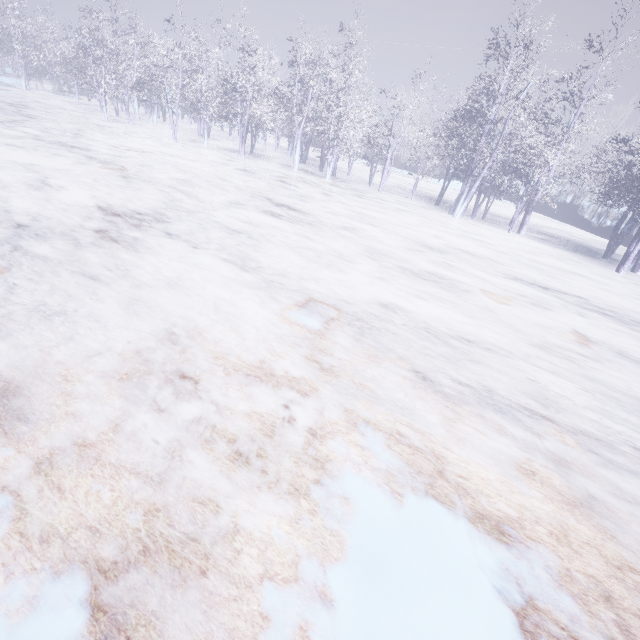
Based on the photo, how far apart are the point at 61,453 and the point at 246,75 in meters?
20.5
